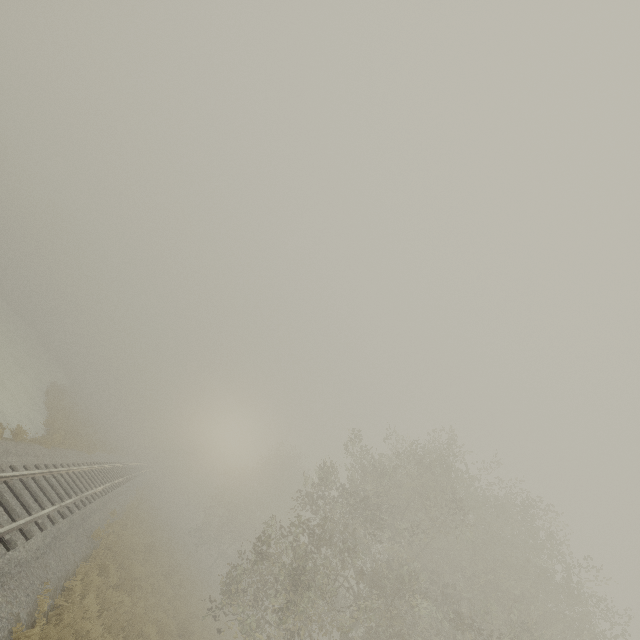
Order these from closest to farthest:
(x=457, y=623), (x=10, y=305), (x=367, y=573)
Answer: (x=457, y=623) → (x=367, y=573) → (x=10, y=305)
